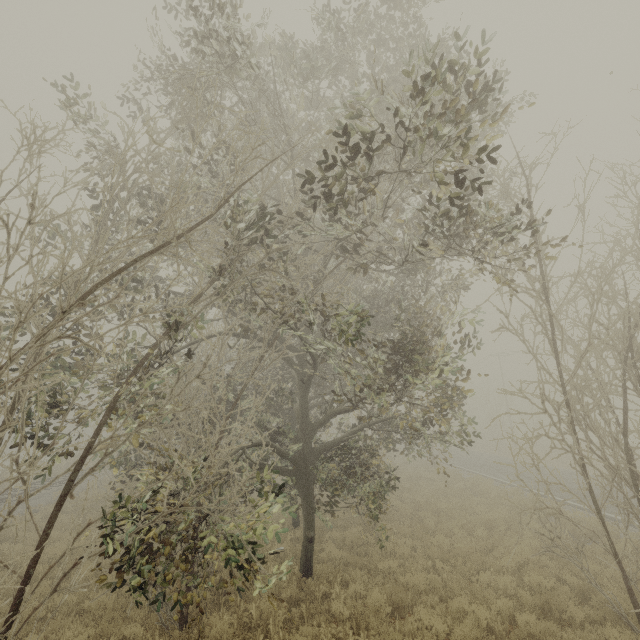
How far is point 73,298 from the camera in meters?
3.7 m
